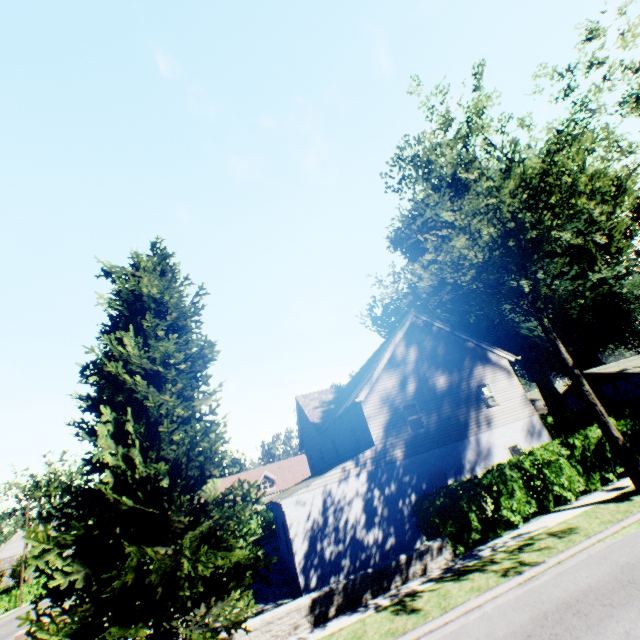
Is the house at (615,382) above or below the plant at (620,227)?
below

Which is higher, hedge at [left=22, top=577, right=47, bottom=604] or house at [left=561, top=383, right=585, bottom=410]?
house at [left=561, top=383, right=585, bottom=410]

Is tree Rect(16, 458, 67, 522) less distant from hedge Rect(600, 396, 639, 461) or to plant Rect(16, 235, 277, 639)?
hedge Rect(600, 396, 639, 461)

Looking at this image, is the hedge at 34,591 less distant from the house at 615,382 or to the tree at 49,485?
the tree at 49,485

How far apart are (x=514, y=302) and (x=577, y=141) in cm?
689

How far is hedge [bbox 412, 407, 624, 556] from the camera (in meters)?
11.99
